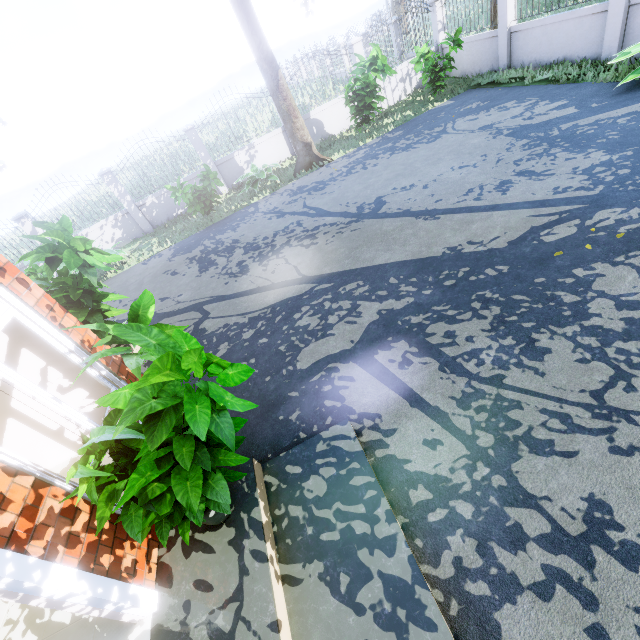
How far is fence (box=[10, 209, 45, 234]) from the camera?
10.9m

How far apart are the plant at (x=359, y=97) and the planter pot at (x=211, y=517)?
10.9 meters

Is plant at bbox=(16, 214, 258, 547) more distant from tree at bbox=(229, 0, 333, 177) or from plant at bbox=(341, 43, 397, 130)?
plant at bbox=(341, 43, 397, 130)

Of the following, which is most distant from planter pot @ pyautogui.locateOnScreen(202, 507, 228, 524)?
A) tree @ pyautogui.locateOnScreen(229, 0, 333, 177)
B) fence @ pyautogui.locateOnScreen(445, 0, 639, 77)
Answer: fence @ pyautogui.locateOnScreen(445, 0, 639, 77)

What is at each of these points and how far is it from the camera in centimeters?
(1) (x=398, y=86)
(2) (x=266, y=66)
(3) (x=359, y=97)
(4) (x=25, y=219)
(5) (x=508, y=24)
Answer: (1) fence, 1247cm
(2) tree, 919cm
(3) plant, 1007cm
(4) fence, 1106cm
(5) fence, 934cm

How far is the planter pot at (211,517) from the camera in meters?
2.5

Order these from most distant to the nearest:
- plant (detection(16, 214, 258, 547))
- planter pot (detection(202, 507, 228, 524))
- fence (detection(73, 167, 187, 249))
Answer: fence (detection(73, 167, 187, 249)), planter pot (detection(202, 507, 228, 524)), plant (detection(16, 214, 258, 547))

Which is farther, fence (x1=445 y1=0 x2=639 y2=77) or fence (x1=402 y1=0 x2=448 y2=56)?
fence (x1=402 y1=0 x2=448 y2=56)
